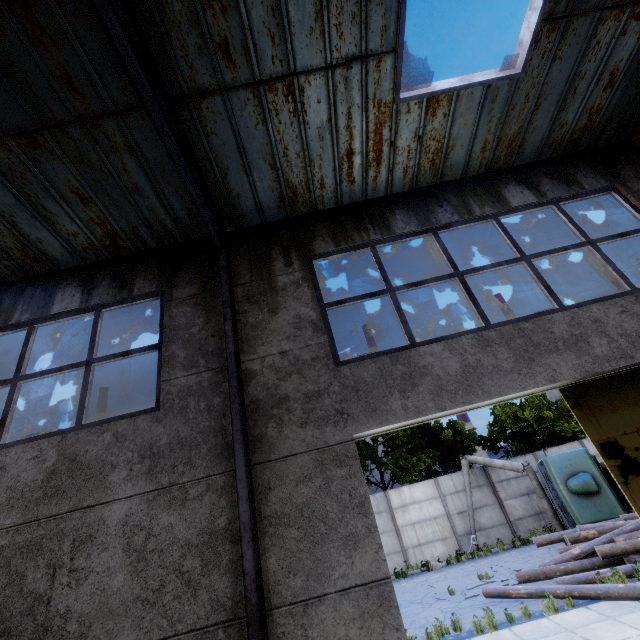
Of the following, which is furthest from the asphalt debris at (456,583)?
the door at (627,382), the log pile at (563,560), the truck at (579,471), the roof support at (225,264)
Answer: the roof support at (225,264)

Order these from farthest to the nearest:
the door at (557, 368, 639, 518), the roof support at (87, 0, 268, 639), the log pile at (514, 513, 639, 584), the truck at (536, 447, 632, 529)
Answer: the truck at (536, 447, 632, 529)
the log pile at (514, 513, 639, 584)
the door at (557, 368, 639, 518)
the roof support at (87, 0, 268, 639)

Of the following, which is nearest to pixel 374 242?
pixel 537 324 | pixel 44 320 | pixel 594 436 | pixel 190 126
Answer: pixel 537 324

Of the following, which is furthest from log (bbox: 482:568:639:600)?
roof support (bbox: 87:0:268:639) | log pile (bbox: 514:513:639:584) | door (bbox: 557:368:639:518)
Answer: roof support (bbox: 87:0:268:639)

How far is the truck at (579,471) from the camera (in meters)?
13.23

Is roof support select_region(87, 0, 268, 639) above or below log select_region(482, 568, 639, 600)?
above

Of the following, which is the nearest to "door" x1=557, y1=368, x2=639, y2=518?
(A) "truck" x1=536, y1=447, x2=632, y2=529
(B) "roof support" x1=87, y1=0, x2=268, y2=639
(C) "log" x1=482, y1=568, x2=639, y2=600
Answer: (B) "roof support" x1=87, y1=0, x2=268, y2=639

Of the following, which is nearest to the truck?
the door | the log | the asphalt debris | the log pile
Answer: the log pile
